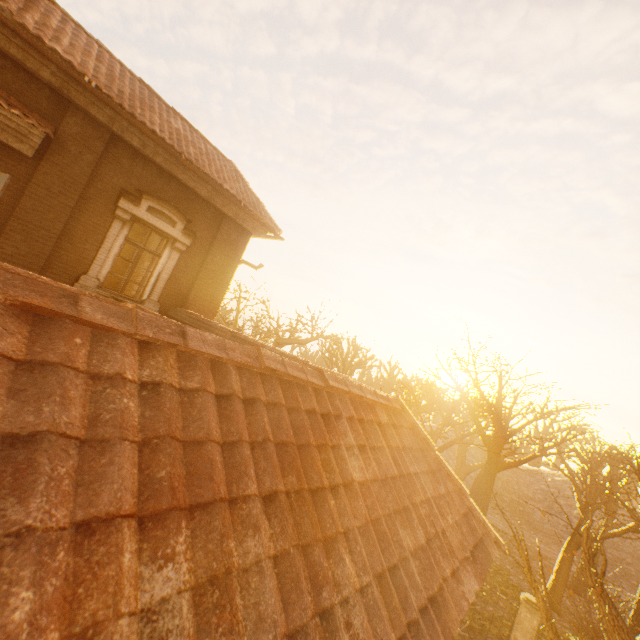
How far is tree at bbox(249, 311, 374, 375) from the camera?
17.9 meters

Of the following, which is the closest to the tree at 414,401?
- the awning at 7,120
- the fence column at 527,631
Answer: the fence column at 527,631

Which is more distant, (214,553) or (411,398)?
(411,398)

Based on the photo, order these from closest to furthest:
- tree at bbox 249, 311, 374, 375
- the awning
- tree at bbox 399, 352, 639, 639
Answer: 1. the awning
2. tree at bbox 399, 352, 639, 639
3. tree at bbox 249, 311, 374, 375

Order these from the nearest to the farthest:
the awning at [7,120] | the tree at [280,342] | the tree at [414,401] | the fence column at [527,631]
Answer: the awning at [7,120] → the tree at [414,401] → the fence column at [527,631] → the tree at [280,342]

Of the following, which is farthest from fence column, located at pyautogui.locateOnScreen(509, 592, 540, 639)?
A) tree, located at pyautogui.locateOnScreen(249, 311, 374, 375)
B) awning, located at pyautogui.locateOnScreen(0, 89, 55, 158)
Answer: awning, located at pyautogui.locateOnScreen(0, 89, 55, 158)

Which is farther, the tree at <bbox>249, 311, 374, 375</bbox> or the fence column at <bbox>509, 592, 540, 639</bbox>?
the tree at <bbox>249, 311, 374, 375</bbox>
